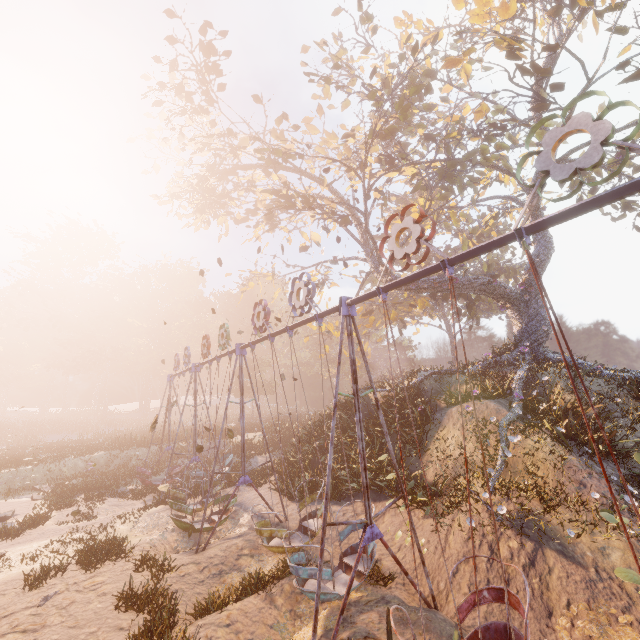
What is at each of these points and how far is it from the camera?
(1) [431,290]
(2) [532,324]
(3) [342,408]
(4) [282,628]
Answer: (1) tree, 19.00m
(2) tree, 17.55m
(3) instancedfoliageactor, 17.47m
(4) instancedfoliageactor, 6.58m

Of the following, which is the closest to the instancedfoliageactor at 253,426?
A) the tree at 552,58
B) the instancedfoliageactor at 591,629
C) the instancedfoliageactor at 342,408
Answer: the tree at 552,58

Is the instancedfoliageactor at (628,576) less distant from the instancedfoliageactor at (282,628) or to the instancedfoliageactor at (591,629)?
the instancedfoliageactor at (591,629)

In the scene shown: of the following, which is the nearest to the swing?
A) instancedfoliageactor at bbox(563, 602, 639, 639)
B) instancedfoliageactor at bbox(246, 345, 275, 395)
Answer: instancedfoliageactor at bbox(563, 602, 639, 639)

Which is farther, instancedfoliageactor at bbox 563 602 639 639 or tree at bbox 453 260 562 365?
tree at bbox 453 260 562 365

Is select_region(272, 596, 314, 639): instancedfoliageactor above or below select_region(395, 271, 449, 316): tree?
below

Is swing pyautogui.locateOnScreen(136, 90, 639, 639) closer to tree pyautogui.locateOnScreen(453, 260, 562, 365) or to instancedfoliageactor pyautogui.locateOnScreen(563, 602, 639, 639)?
instancedfoliageactor pyautogui.locateOnScreen(563, 602, 639, 639)

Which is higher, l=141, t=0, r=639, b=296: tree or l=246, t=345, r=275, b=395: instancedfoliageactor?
l=141, t=0, r=639, b=296: tree
